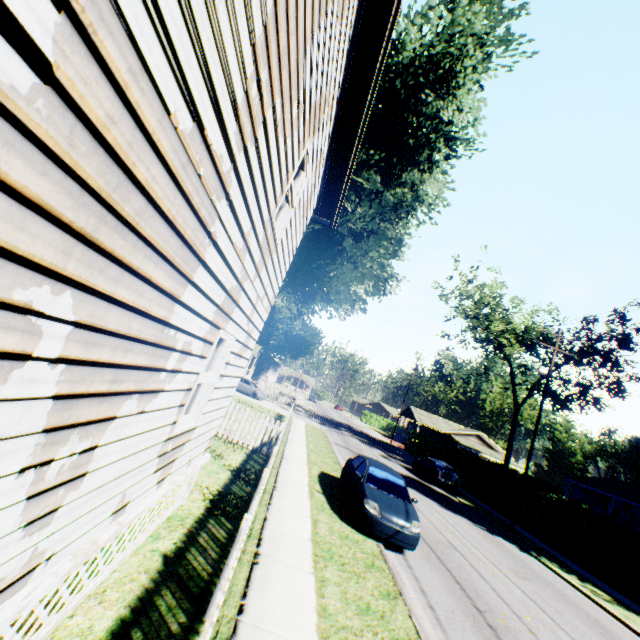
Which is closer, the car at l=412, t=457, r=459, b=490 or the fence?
the fence

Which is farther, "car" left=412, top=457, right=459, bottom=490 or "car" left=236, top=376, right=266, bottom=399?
"car" left=236, top=376, right=266, bottom=399

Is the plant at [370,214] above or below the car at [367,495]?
above

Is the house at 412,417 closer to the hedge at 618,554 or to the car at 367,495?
the hedge at 618,554

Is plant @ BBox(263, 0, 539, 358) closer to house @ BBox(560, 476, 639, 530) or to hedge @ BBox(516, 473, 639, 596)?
hedge @ BBox(516, 473, 639, 596)

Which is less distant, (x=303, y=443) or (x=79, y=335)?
(x=79, y=335)

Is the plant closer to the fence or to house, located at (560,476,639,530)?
the fence

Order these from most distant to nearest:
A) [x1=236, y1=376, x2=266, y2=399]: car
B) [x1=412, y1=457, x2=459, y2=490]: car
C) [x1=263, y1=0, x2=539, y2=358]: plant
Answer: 1. [x1=236, y1=376, x2=266, y2=399]: car
2. [x1=412, y1=457, x2=459, y2=490]: car
3. [x1=263, y1=0, x2=539, y2=358]: plant
